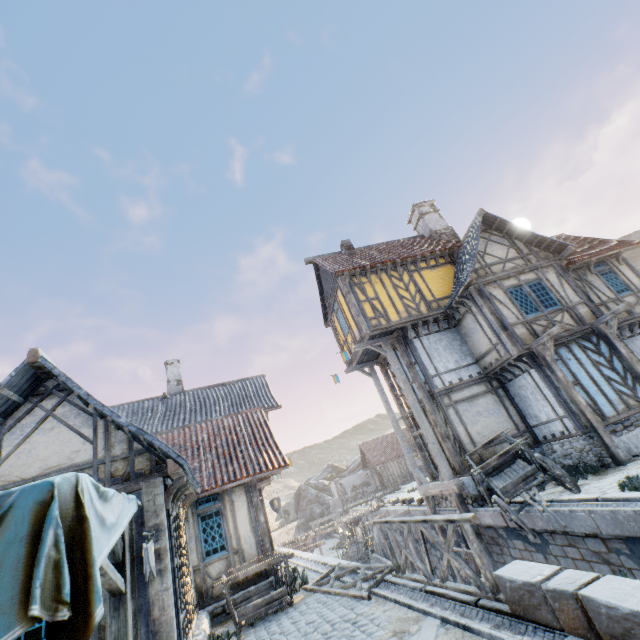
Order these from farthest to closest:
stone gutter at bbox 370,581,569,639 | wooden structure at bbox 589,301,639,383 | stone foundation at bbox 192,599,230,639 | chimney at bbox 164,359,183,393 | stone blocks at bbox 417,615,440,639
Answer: chimney at bbox 164,359,183,393 → wooden structure at bbox 589,301,639,383 → stone foundation at bbox 192,599,230,639 → stone blocks at bbox 417,615,440,639 → stone gutter at bbox 370,581,569,639

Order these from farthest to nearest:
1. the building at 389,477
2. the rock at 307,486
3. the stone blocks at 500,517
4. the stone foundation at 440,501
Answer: the rock at 307,486, the building at 389,477, the stone foundation at 440,501, the stone blocks at 500,517

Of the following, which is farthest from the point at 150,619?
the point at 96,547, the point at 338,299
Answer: the point at 338,299

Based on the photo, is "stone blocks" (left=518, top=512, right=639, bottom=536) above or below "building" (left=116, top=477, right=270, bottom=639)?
below

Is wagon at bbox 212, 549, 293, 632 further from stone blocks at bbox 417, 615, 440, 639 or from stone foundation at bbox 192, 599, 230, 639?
stone blocks at bbox 417, 615, 440, 639

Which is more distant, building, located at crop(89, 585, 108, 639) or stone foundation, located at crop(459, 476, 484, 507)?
stone foundation, located at crop(459, 476, 484, 507)

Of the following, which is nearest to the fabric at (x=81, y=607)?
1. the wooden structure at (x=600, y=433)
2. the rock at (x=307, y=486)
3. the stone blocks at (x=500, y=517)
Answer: the stone blocks at (x=500, y=517)

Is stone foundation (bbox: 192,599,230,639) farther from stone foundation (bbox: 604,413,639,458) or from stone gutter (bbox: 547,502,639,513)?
stone gutter (bbox: 547,502,639,513)
